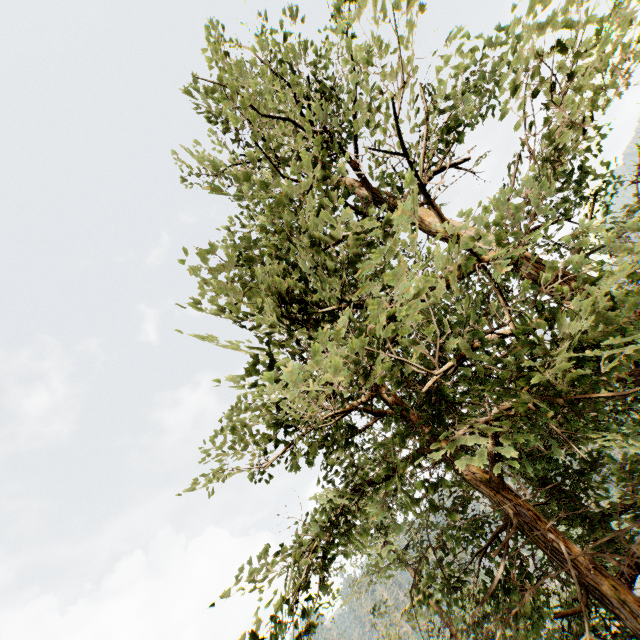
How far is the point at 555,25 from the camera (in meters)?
3.42
